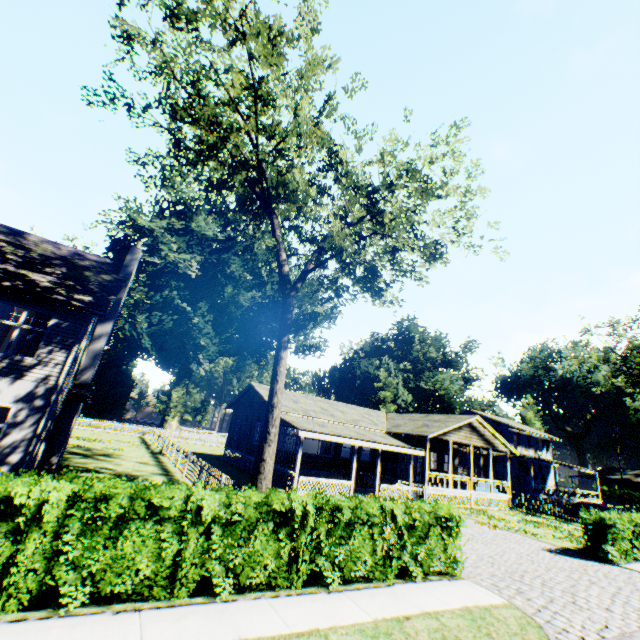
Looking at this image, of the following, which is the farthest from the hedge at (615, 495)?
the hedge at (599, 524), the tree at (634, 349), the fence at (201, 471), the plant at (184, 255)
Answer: the fence at (201, 471)

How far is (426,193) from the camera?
17.2 meters

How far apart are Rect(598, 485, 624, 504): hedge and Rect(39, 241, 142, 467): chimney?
71.61m

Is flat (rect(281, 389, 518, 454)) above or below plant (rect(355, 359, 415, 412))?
below

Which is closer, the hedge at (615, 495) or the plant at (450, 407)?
the hedge at (615, 495)

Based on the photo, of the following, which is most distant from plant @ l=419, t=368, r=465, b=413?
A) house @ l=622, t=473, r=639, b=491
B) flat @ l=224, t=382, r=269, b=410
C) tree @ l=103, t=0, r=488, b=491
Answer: house @ l=622, t=473, r=639, b=491

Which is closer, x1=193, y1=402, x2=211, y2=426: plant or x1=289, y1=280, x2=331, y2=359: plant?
x1=289, y1=280, x2=331, y2=359: plant

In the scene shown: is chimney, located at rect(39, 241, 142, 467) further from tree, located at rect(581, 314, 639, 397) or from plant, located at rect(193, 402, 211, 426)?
tree, located at rect(581, 314, 639, 397)
